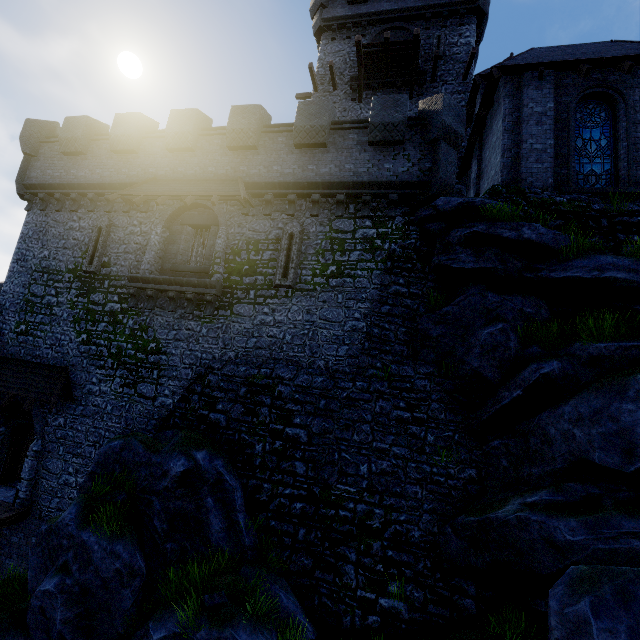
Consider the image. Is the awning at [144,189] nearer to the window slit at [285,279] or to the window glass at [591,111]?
the window slit at [285,279]

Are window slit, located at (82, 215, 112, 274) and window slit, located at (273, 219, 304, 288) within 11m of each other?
yes

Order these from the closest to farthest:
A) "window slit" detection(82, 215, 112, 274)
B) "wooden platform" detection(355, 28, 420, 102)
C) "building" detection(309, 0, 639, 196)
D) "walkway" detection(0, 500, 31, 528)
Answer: "building" detection(309, 0, 639, 196) → "walkway" detection(0, 500, 31, 528) → "window slit" detection(82, 215, 112, 274) → "wooden platform" detection(355, 28, 420, 102)

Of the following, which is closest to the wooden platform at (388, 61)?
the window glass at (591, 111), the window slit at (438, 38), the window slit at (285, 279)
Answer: the window slit at (438, 38)

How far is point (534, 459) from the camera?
7.8m

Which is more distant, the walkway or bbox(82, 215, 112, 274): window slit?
bbox(82, 215, 112, 274): window slit

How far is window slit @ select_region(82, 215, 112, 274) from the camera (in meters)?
14.42

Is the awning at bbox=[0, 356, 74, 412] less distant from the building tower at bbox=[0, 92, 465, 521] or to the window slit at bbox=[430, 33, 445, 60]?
the building tower at bbox=[0, 92, 465, 521]
